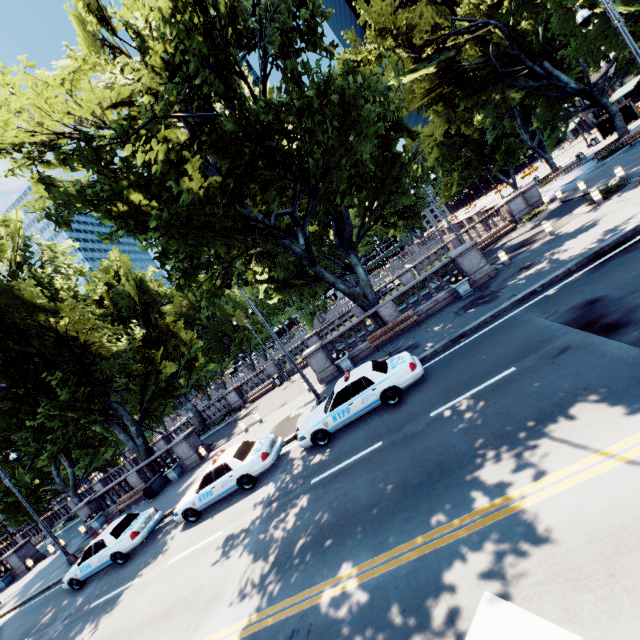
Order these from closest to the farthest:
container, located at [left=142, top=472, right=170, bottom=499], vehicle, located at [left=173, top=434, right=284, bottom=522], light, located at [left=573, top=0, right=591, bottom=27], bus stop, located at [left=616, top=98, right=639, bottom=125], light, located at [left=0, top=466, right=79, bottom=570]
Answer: light, located at [left=573, top=0, right=591, bottom=27] < vehicle, located at [left=173, top=434, right=284, bottom=522] < light, located at [left=0, top=466, right=79, bottom=570] < container, located at [left=142, top=472, right=170, bottom=499] < bus stop, located at [left=616, top=98, right=639, bottom=125]

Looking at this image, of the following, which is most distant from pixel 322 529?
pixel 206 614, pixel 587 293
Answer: pixel 587 293

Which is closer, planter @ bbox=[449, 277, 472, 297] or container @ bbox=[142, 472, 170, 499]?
planter @ bbox=[449, 277, 472, 297]

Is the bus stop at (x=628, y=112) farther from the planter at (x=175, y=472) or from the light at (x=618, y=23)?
the planter at (x=175, y=472)

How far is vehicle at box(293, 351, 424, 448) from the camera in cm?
1072

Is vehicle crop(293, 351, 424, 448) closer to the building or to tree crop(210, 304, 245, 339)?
tree crop(210, 304, 245, 339)

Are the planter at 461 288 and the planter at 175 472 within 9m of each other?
no

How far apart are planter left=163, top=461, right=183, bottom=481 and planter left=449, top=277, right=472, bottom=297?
20.4m
